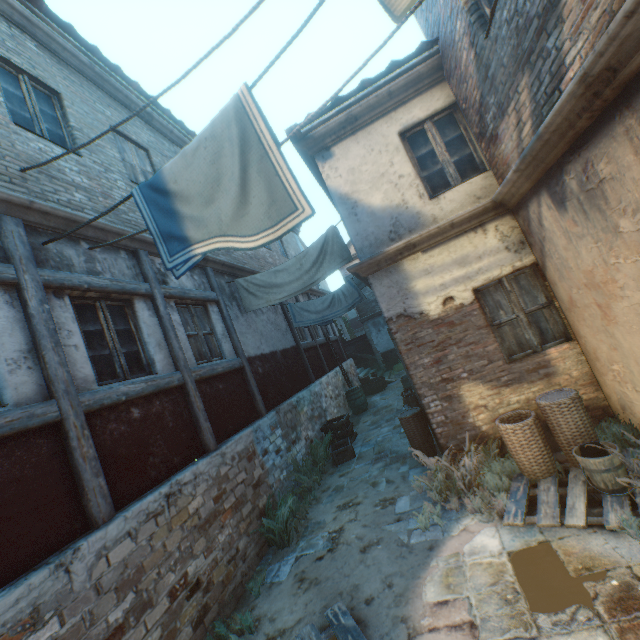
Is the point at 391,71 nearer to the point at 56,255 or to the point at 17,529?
the point at 56,255

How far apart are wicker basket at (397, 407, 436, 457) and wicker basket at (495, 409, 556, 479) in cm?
171

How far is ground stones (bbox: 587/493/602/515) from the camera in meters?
3.5

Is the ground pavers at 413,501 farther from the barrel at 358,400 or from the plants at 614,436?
the plants at 614,436

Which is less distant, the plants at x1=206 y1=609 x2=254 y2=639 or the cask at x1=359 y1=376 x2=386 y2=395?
the plants at x1=206 y1=609 x2=254 y2=639

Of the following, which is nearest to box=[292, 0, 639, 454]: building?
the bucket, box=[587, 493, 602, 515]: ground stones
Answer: box=[587, 493, 602, 515]: ground stones

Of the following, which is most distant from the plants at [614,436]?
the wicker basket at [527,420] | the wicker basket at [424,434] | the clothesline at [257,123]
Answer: the clothesline at [257,123]

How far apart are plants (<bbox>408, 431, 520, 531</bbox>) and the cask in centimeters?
1017cm
